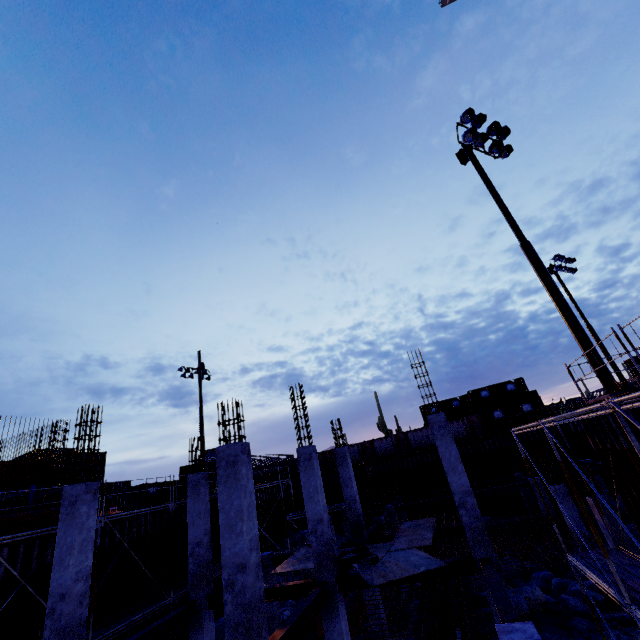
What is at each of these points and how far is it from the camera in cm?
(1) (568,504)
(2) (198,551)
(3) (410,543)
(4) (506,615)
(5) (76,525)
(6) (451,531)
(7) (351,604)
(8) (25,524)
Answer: (1) concrete column, 1659
(2) concrete column, 1206
(3) plywood, 1244
(4) steel beam, 607
(5) concrete column, 844
(6) steel beam, 1400
(7) pipe, 1744
(8) pipe, 1306

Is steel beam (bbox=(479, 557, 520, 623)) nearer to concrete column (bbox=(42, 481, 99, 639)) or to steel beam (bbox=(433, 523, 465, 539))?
steel beam (bbox=(433, 523, 465, 539))

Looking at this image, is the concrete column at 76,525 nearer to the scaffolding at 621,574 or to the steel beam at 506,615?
the steel beam at 506,615

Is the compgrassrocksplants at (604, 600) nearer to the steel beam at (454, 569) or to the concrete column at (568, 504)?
the concrete column at (568, 504)

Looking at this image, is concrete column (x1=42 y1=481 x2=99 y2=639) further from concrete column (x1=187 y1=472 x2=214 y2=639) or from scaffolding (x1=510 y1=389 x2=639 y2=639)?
scaffolding (x1=510 y1=389 x2=639 y2=639)

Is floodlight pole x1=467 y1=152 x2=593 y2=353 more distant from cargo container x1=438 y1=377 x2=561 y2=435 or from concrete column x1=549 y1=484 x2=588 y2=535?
cargo container x1=438 y1=377 x2=561 y2=435

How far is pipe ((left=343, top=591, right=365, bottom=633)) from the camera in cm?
1606

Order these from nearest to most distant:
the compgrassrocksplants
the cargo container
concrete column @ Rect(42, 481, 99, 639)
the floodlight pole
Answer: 1. concrete column @ Rect(42, 481, 99, 639)
2. the floodlight pole
3. the compgrassrocksplants
4. the cargo container
